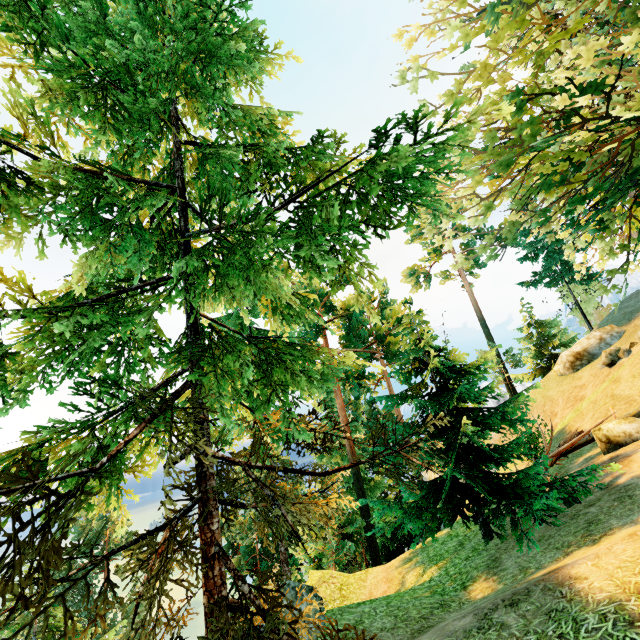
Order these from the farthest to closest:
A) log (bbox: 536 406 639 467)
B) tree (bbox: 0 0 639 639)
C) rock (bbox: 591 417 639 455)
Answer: log (bbox: 536 406 639 467) → rock (bbox: 591 417 639 455) → tree (bbox: 0 0 639 639)

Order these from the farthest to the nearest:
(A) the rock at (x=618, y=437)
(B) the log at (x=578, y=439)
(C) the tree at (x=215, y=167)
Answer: (B) the log at (x=578, y=439)
(A) the rock at (x=618, y=437)
(C) the tree at (x=215, y=167)

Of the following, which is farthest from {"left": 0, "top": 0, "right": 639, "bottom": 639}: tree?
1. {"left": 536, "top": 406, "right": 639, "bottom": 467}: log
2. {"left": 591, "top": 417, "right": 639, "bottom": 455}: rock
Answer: {"left": 591, "top": 417, "right": 639, "bottom": 455}: rock

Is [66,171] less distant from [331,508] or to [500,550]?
[331,508]

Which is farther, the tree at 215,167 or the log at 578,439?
the log at 578,439

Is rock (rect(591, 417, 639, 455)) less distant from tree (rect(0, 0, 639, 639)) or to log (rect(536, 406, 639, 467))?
log (rect(536, 406, 639, 467))
